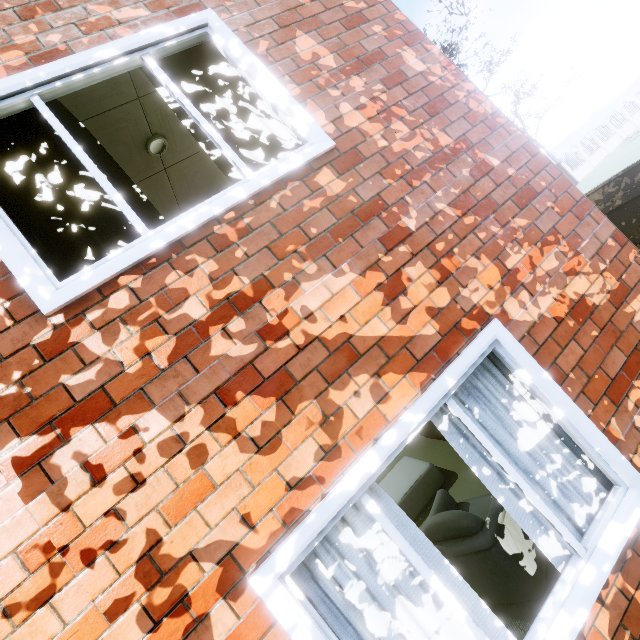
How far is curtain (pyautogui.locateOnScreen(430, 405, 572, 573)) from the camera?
1.9m

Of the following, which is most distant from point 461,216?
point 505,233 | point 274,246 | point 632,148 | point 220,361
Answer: point 632,148

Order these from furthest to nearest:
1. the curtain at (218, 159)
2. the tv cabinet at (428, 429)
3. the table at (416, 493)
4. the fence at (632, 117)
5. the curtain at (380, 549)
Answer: the fence at (632, 117), the tv cabinet at (428, 429), the table at (416, 493), the curtain at (218, 159), the curtain at (380, 549)

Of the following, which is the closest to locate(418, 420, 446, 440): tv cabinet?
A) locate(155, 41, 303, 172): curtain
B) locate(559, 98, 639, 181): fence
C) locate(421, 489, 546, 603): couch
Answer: locate(421, 489, 546, 603): couch

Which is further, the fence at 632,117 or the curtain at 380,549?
the fence at 632,117

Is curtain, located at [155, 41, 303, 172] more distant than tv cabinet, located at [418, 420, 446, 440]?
No

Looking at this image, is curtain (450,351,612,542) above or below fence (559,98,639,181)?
above

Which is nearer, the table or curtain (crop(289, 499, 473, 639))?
curtain (crop(289, 499, 473, 639))
